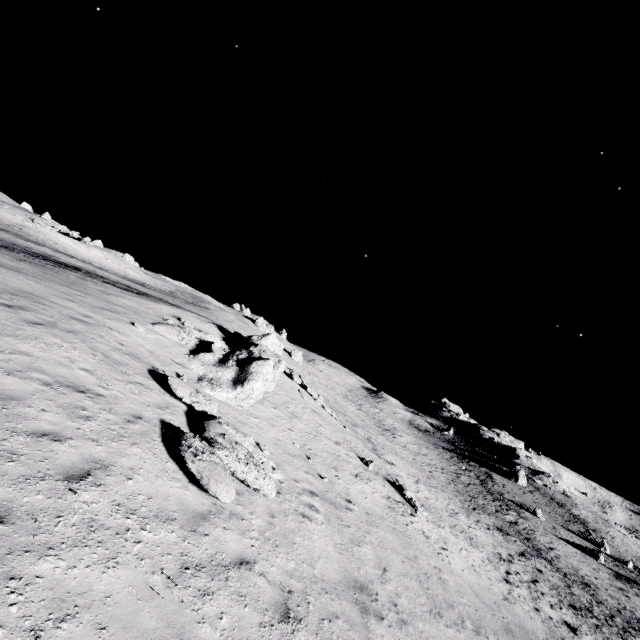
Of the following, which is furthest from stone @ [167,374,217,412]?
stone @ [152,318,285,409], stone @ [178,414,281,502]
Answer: stone @ [152,318,285,409]

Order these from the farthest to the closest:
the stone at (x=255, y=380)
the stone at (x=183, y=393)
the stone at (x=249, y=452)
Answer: the stone at (x=255, y=380)
the stone at (x=183, y=393)
the stone at (x=249, y=452)

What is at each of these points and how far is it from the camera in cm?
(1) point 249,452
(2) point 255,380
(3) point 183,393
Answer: (1) stone, 945
(2) stone, 1431
(3) stone, 1017

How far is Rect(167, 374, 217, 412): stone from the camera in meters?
10.1

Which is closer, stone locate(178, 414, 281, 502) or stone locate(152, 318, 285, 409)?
stone locate(178, 414, 281, 502)

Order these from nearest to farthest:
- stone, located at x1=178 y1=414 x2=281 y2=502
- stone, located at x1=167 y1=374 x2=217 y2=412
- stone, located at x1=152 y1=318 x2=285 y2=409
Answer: stone, located at x1=178 y1=414 x2=281 y2=502 < stone, located at x1=167 y1=374 x2=217 y2=412 < stone, located at x1=152 y1=318 x2=285 y2=409

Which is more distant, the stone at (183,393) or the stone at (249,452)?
the stone at (183,393)

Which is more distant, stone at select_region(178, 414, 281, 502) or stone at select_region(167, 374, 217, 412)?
stone at select_region(167, 374, 217, 412)
